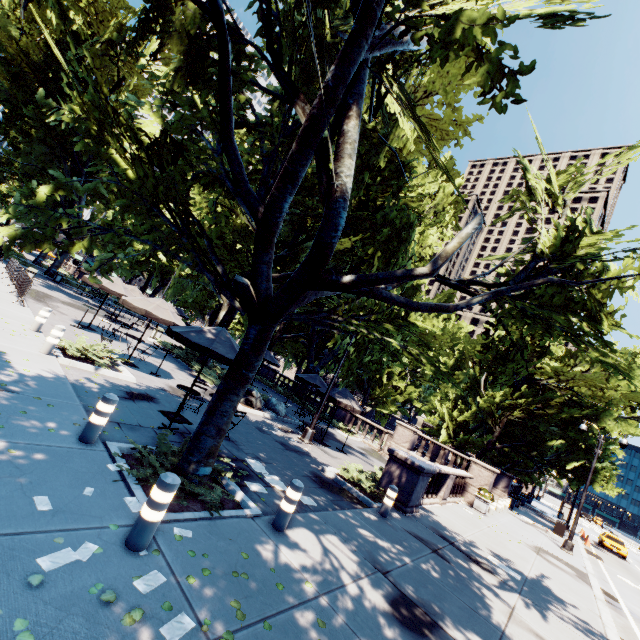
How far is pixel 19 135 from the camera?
35.2 meters

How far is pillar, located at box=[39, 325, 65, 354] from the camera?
9.1 meters

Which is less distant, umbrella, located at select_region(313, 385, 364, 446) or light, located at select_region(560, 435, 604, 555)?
umbrella, located at select_region(313, 385, 364, 446)

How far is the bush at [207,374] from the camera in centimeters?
1695cm

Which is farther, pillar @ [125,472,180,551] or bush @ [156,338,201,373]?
bush @ [156,338,201,373]

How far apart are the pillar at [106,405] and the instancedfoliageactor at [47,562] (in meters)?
2.47

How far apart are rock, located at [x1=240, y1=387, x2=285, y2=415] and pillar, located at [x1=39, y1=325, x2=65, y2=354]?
8.24m

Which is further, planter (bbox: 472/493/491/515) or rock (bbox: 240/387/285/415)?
planter (bbox: 472/493/491/515)
